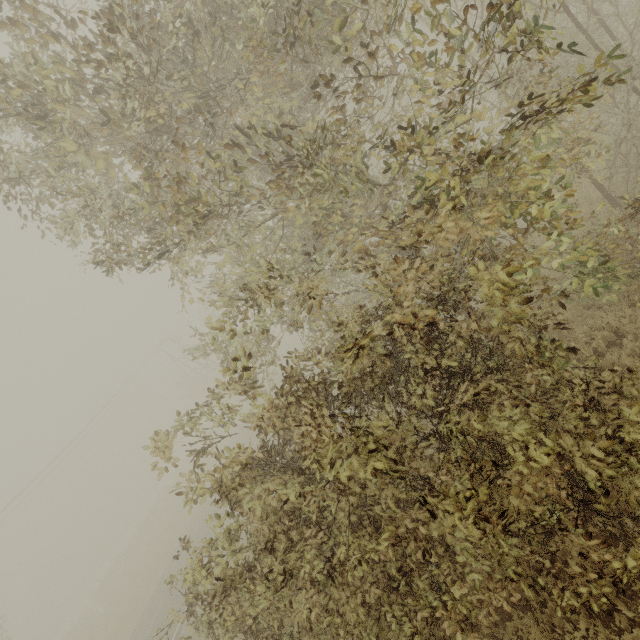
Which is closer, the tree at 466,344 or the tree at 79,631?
the tree at 466,344

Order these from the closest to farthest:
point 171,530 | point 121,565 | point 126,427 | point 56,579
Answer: point 171,530
point 121,565
point 56,579
point 126,427

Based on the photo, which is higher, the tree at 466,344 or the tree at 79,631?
the tree at 466,344

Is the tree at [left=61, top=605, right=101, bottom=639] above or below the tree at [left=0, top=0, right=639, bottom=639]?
below

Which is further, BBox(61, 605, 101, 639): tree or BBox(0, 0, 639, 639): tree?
BBox(61, 605, 101, 639): tree
